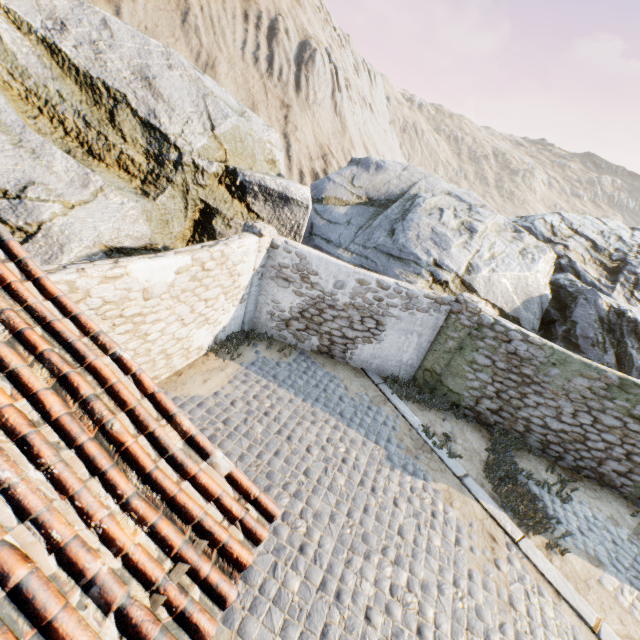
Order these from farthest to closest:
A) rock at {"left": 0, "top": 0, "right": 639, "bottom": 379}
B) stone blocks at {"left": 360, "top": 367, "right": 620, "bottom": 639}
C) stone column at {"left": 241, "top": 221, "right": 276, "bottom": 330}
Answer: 1. stone column at {"left": 241, "top": 221, "right": 276, "bottom": 330}
2. rock at {"left": 0, "top": 0, "right": 639, "bottom": 379}
3. stone blocks at {"left": 360, "top": 367, "right": 620, "bottom": 639}

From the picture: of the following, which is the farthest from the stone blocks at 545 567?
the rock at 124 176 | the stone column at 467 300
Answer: the stone column at 467 300

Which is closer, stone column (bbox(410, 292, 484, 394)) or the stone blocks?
the stone blocks

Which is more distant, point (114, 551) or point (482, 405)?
point (482, 405)

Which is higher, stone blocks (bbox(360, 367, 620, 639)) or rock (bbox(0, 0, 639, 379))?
rock (bbox(0, 0, 639, 379))

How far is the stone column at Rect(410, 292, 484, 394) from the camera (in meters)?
8.41

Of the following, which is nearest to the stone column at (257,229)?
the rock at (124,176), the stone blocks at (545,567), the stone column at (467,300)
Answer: the rock at (124,176)

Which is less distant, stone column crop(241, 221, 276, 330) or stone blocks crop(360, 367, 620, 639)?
stone blocks crop(360, 367, 620, 639)
